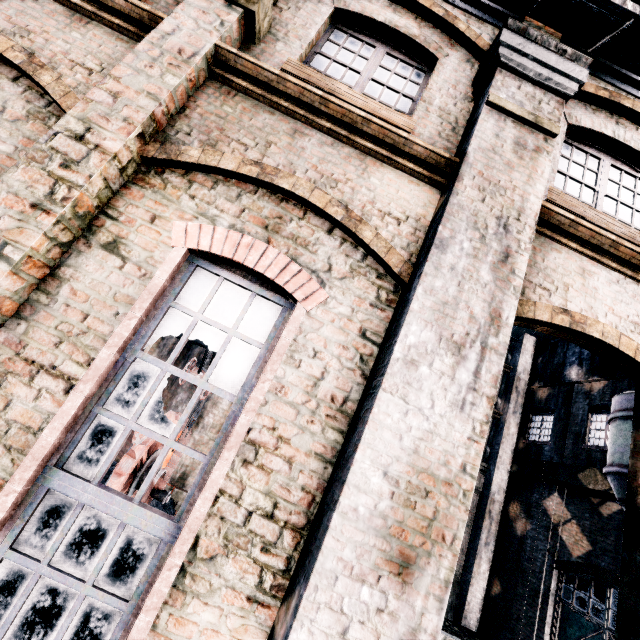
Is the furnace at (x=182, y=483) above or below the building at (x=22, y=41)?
below

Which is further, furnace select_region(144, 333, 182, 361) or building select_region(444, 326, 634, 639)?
furnace select_region(144, 333, 182, 361)

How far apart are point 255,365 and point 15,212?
2.8 meters

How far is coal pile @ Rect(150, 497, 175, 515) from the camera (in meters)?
12.45

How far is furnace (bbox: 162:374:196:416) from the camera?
15.80m

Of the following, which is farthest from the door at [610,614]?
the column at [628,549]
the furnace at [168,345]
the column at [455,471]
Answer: the furnace at [168,345]

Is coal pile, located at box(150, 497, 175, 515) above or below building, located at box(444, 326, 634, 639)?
below
